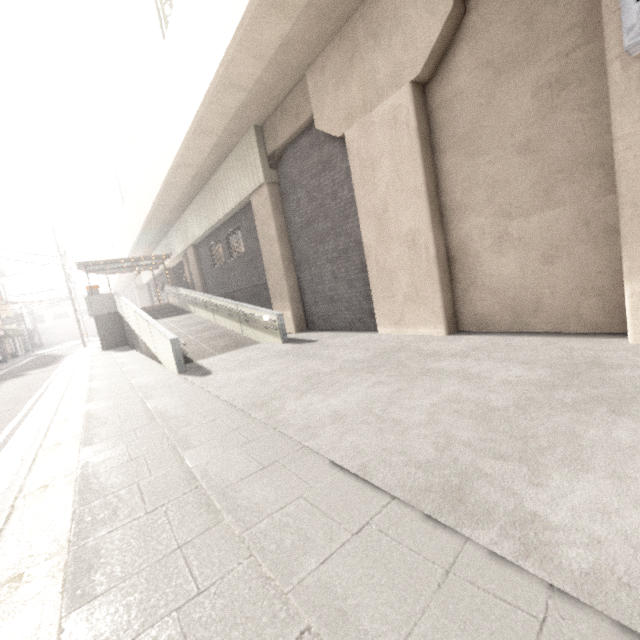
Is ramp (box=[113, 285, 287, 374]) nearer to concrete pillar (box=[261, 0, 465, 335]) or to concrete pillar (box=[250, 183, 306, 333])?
concrete pillar (box=[250, 183, 306, 333])

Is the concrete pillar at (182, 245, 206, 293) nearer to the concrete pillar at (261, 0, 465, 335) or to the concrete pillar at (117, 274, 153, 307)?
the concrete pillar at (261, 0, 465, 335)

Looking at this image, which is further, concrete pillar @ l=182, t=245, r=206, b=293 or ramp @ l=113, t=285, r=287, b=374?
concrete pillar @ l=182, t=245, r=206, b=293

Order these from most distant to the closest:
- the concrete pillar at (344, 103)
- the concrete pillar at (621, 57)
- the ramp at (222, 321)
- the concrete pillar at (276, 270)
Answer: the concrete pillar at (276, 270) < the ramp at (222, 321) < the concrete pillar at (344, 103) < the concrete pillar at (621, 57)

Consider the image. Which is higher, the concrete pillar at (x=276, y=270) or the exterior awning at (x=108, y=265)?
the exterior awning at (x=108, y=265)

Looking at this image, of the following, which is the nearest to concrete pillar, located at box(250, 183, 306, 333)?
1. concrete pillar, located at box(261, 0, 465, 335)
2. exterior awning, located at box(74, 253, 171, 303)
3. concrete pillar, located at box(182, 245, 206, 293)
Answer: concrete pillar, located at box(261, 0, 465, 335)

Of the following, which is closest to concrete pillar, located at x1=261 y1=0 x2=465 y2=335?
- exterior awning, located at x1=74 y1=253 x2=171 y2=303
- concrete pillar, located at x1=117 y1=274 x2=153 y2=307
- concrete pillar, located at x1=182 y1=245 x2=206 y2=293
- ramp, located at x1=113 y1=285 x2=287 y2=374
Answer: ramp, located at x1=113 y1=285 x2=287 y2=374

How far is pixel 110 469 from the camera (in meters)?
3.47
